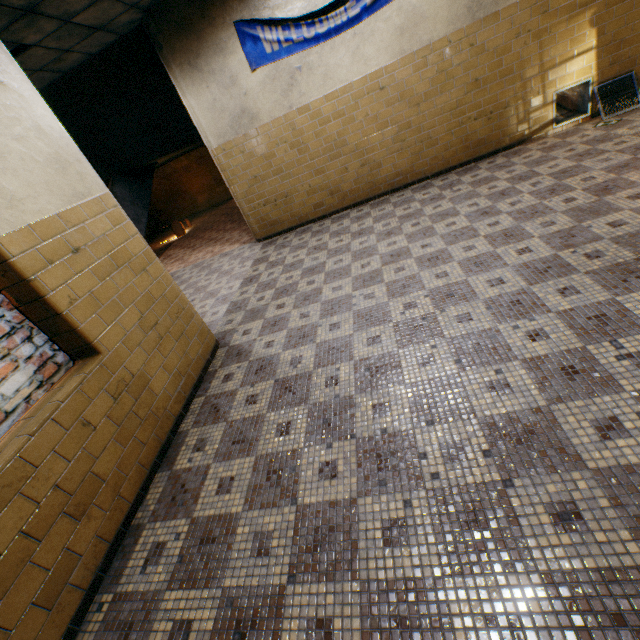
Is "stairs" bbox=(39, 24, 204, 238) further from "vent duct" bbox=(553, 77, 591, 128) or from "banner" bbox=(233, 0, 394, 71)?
"vent duct" bbox=(553, 77, 591, 128)

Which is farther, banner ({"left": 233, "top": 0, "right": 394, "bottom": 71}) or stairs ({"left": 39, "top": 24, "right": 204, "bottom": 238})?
stairs ({"left": 39, "top": 24, "right": 204, "bottom": 238})

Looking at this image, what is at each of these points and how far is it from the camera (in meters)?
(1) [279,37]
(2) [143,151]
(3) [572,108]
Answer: (1) banner, 5.06
(2) stairs, 8.52
(3) vent duct, 5.73

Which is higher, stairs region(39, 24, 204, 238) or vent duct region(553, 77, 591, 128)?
stairs region(39, 24, 204, 238)

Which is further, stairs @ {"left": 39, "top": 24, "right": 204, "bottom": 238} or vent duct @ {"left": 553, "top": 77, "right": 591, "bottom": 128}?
stairs @ {"left": 39, "top": 24, "right": 204, "bottom": 238}

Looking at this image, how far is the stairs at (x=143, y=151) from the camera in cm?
586

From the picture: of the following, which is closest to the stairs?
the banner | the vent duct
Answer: the banner

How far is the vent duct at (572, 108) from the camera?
5.2m
